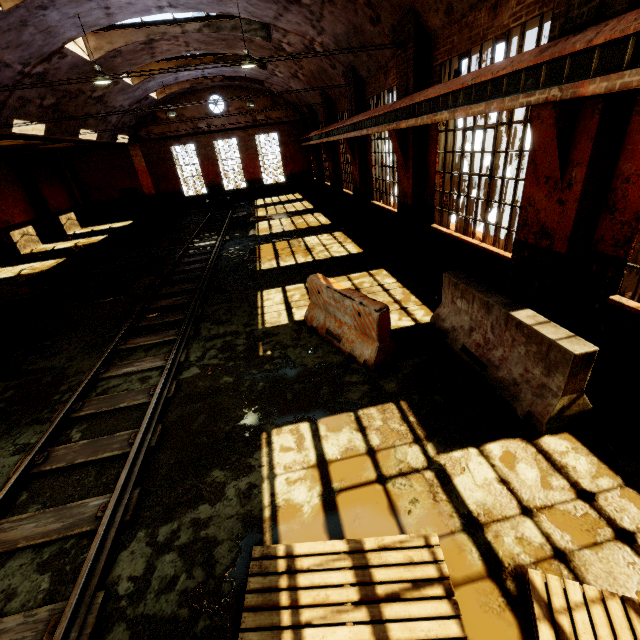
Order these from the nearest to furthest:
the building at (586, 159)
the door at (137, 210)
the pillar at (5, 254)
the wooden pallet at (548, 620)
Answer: the wooden pallet at (548, 620)
the building at (586, 159)
the pillar at (5, 254)
the door at (137, 210)

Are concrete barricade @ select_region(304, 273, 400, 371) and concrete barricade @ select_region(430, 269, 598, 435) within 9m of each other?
yes

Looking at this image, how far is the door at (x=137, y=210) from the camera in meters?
24.8 m

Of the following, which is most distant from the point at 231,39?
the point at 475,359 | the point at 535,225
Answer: the point at 475,359

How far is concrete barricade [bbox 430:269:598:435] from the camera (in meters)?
3.51

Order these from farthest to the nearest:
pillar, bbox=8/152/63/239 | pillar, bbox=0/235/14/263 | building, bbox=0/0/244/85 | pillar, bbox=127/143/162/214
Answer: pillar, bbox=127/143/162/214, pillar, bbox=8/152/63/239, pillar, bbox=0/235/14/263, building, bbox=0/0/244/85

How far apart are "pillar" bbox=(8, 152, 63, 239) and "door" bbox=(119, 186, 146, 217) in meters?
5.4 m

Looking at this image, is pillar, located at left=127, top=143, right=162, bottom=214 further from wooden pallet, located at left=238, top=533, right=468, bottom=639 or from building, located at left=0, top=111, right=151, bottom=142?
wooden pallet, located at left=238, top=533, right=468, bottom=639
